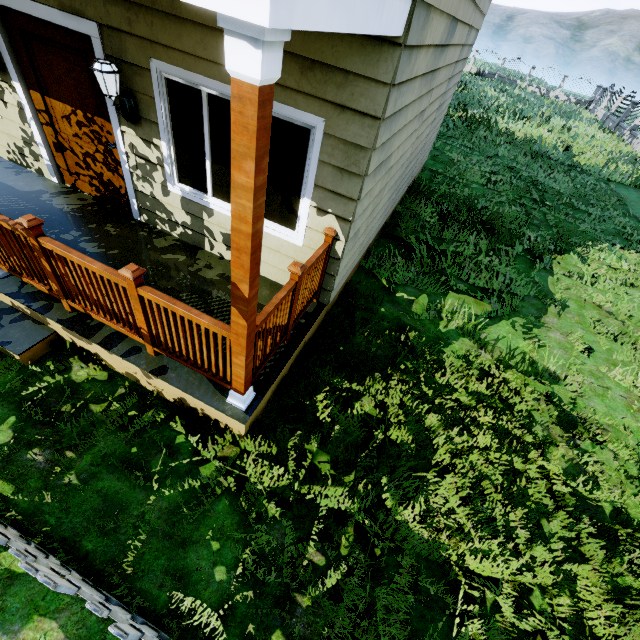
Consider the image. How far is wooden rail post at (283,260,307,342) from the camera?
2.99m

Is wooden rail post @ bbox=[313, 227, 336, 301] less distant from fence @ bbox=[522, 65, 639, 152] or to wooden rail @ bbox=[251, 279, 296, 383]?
wooden rail @ bbox=[251, 279, 296, 383]

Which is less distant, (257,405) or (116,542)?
(116,542)

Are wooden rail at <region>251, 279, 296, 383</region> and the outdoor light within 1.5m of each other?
no

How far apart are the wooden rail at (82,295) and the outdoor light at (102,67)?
1.74m

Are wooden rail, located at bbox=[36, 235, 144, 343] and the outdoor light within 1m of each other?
no

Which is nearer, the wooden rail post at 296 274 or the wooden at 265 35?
the wooden at 265 35

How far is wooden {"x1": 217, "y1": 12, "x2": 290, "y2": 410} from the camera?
1.2 meters
